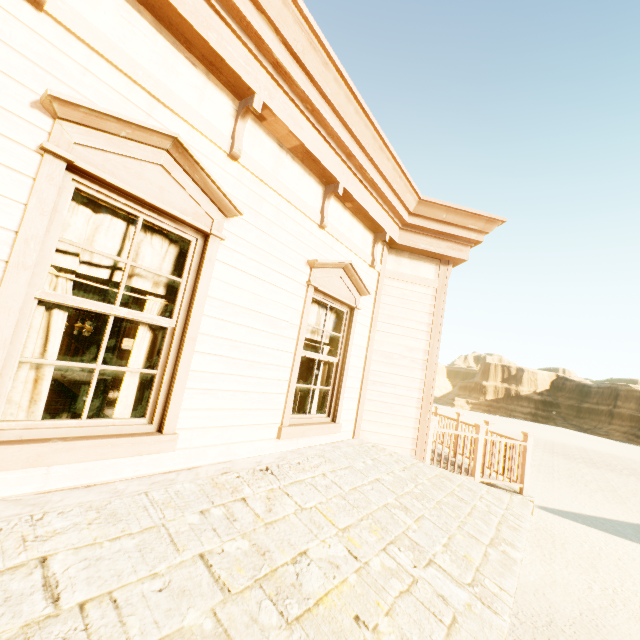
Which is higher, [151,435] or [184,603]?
[151,435]

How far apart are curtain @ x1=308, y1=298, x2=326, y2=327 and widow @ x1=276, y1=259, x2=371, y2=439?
0.0m

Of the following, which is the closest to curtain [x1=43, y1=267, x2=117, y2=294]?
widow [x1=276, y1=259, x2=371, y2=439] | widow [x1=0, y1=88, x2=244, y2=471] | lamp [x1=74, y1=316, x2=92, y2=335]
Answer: widow [x1=0, y1=88, x2=244, y2=471]

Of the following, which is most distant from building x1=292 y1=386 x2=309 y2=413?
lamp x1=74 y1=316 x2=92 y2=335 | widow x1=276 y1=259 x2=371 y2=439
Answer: lamp x1=74 y1=316 x2=92 y2=335

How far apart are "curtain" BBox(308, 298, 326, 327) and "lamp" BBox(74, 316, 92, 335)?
4.9m

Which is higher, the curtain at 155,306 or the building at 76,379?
the curtain at 155,306

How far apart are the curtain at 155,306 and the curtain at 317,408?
1.5m

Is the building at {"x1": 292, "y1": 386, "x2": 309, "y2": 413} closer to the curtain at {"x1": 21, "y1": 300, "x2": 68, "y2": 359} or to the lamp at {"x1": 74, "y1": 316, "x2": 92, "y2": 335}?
the curtain at {"x1": 21, "y1": 300, "x2": 68, "y2": 359}
